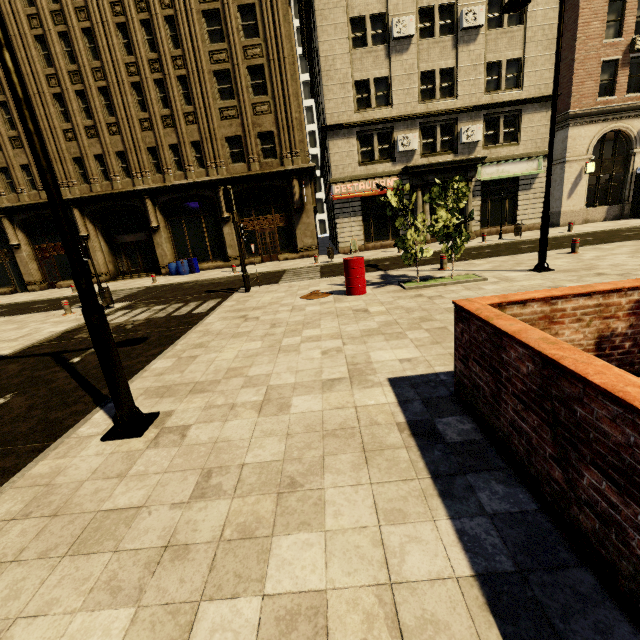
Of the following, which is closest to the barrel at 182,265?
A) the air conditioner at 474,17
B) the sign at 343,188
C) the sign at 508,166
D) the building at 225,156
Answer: the building at 225,156

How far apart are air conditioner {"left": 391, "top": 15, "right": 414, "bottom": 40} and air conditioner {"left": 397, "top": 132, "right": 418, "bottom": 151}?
5.02m

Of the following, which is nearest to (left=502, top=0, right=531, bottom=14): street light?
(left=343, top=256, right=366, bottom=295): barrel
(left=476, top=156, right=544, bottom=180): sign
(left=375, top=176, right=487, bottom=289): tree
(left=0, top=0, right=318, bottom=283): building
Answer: (left=375, top=176, right=487, bottom=289): tree

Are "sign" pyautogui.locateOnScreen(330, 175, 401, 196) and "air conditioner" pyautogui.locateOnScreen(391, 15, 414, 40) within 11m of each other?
yes

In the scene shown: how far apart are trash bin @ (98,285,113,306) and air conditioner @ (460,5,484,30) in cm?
2342

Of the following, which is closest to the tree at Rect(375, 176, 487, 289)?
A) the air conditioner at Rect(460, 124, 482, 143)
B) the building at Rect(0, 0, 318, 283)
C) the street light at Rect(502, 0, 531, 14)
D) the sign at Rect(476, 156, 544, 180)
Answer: the street light at Rect(502, 0, 531, 14)

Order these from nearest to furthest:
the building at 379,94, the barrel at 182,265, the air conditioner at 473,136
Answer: the building at 379,94 < the air conditioner at 473,136 < the barrel at 182,265

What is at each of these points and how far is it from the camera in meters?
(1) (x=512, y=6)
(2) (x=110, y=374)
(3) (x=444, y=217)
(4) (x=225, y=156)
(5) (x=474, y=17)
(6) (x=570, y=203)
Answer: (1) street light, 9.6 m
(2) street light, 3.9 m
(3) tree, 9.7 m
(4) building, 20.9 m
(5) air conditioner, 18.4 m
(6) building, 21.6 m
